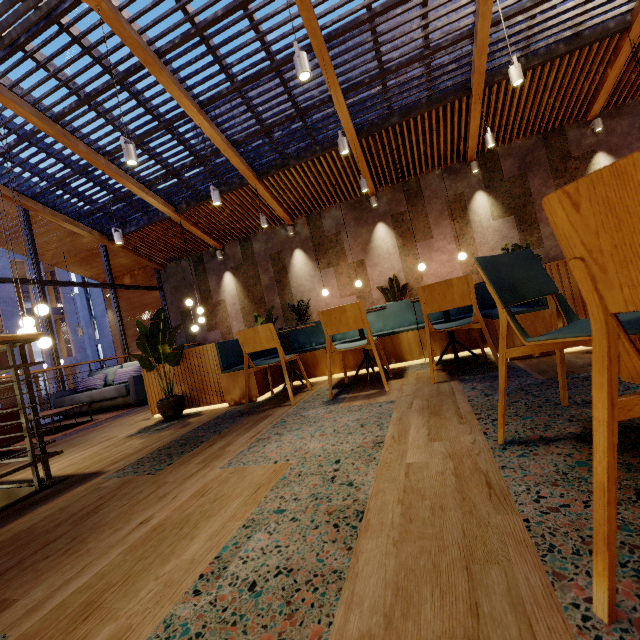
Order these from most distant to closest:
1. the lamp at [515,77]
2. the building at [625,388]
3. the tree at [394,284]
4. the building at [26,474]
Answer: the tree at [394,284]
the lamp at [515,77]
the building at [26,474]
the building at [625,388]

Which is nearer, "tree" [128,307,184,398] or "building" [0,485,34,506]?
"building" [0,485,34,506]

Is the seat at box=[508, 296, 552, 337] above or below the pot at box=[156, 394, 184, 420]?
above

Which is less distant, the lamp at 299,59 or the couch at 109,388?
the lamp at 299,59

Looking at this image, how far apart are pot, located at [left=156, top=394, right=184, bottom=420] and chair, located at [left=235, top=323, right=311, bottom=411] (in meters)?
1.04

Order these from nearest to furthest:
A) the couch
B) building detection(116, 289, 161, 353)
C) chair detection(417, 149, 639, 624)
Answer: chair detection(417, 149, 639, 624)
the couch
building detection(116, 289, 161, 353)

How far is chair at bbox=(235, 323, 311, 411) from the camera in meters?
3.3

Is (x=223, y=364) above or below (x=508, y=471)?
above
